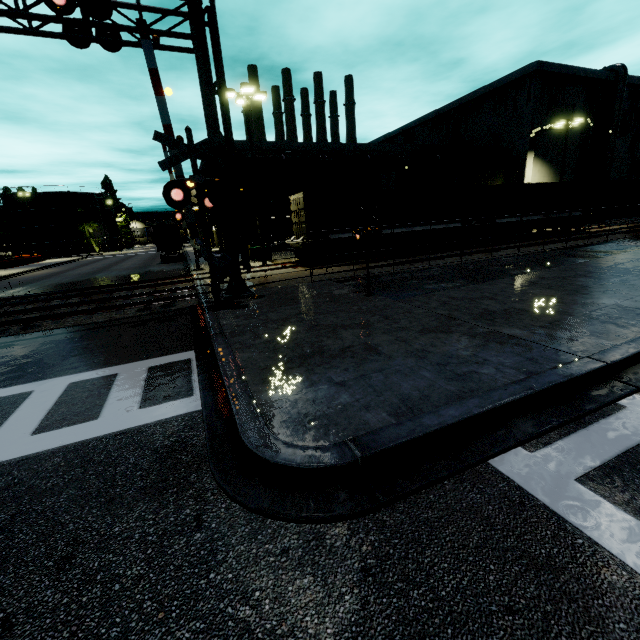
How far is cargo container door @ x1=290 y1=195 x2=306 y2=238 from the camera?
18.5 meters

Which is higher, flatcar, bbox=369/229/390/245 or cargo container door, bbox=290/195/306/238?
cargo container door, bbox=290/195/306/238

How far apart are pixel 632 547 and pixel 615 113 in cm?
5063

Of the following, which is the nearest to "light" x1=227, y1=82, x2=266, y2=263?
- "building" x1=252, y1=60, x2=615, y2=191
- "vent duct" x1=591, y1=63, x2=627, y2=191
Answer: "building" x1=252, y1=60, x2=615, y2=191

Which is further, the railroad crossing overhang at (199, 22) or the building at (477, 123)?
the building at (477, 123)

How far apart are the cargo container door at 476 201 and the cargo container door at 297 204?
13.1m

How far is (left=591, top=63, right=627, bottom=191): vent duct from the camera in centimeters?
3425cm

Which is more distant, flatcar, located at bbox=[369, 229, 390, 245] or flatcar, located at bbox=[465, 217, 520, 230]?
flatcar, located at bbox=[465, 217, 520, 230]
